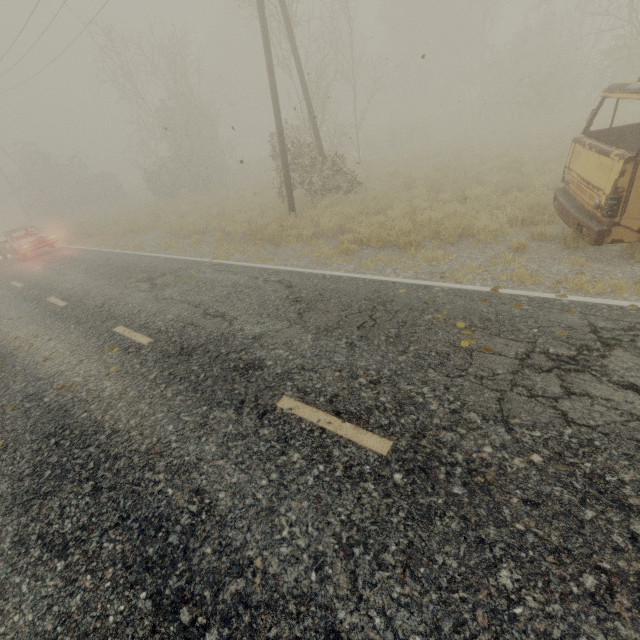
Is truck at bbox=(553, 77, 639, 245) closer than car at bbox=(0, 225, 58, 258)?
Yes

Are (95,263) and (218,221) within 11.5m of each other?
yes

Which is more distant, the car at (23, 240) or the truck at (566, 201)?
the car at (23, 240)
